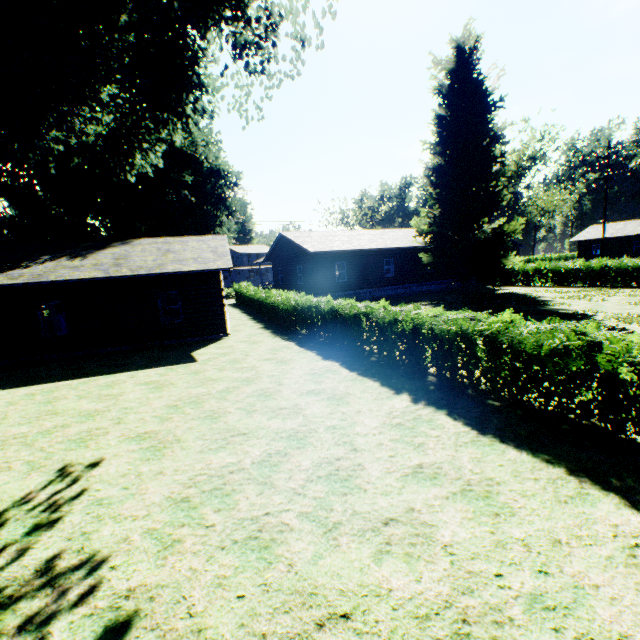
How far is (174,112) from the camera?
12.7m

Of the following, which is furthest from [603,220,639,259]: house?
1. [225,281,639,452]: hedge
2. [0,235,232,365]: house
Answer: [0,235,232,365]: house

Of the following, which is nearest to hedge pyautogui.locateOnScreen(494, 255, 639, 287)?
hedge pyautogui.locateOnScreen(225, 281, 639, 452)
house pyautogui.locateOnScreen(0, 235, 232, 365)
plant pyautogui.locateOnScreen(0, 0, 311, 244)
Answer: hedge pyautogui.locateOnScreen(225, 281, 639, 452)

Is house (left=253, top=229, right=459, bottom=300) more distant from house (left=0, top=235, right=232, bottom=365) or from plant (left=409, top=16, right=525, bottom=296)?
house (left=0, top=235, right=232, bottom=365)

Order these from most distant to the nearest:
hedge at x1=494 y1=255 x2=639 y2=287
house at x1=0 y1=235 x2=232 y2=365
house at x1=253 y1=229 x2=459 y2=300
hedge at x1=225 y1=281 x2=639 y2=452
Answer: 1. house at x1=253 y1=229 x2=459 y2=300
2. hedge at x1=494 y1=255 x2=639 y2=287
3. house at x1=0 y1=235 x2=232 y2=365
4. hedge at x1=225 y1=281 x2=639 y2=452

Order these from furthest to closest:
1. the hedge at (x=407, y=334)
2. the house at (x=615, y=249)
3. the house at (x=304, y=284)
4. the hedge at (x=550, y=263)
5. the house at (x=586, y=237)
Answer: the house at (x=586, y=237) < the house at (x=615, y=249) < the house at (x=304, y=284) < the hedge at (x=550, y=263) < the hedge at (x=407, y=334)

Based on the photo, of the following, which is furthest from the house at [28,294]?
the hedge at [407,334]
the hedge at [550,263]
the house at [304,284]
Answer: the hedge at [550,263]
